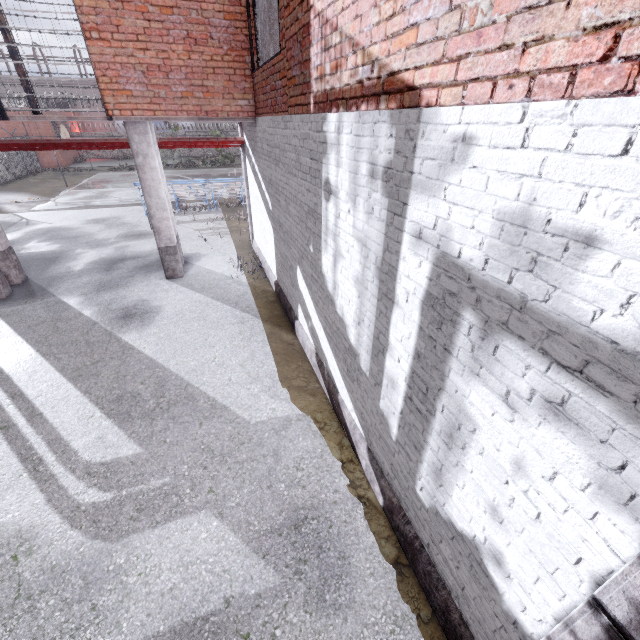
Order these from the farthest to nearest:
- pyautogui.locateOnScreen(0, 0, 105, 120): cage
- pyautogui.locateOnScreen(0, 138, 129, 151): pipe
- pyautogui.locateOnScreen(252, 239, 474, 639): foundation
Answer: pyautogui.locateOnScreen(0, 138, 129, 151): pipe < pyautogui.locateOnScreen(0, 0, 105, 120): cage < pyautogui.locateOnScreen(252, 239, 474, 639): foundation

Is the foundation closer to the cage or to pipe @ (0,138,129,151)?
pipe @ (0,138,129,151)

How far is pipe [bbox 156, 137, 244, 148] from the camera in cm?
923

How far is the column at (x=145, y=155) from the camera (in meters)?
7.65

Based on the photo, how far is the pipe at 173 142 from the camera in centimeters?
923cm

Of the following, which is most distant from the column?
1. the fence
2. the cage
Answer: the fence

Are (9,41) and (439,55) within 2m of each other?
no

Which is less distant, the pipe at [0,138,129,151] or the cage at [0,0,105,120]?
the cage at [0,0,105,120]
